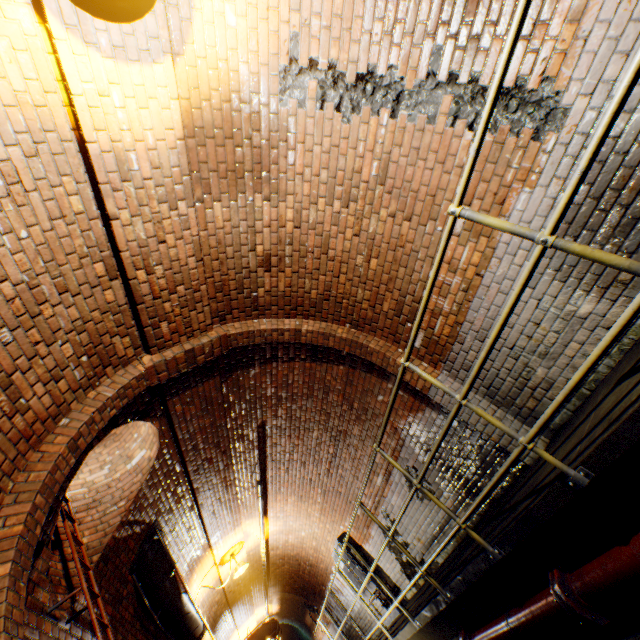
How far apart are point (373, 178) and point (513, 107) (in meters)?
1.35

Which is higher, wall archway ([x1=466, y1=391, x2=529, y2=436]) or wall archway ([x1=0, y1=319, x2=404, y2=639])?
wall archway ([x1=0, y1=319, x2=404, y2=639])

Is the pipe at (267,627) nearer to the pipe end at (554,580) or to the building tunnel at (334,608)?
the building tunnel at (334,608)

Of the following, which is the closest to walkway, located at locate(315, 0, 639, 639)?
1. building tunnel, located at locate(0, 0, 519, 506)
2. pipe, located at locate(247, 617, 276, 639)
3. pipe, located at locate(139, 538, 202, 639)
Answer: building tunnel, located at locate(0, 0, 519, 506)

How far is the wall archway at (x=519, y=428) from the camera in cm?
353

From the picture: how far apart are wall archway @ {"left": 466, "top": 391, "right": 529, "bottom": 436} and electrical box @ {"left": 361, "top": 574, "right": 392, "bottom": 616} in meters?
5.8

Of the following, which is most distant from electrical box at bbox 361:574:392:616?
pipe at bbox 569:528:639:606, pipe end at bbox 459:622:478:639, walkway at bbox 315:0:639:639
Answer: pipe at bbox 569:528:639:606

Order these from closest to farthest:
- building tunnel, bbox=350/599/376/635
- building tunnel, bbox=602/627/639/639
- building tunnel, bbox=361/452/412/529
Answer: building tunnel, bbox=602/627/639/639 → building tunnel, bbox=361/452/412/529 → building tunnel, bbox=350/599/376/635
